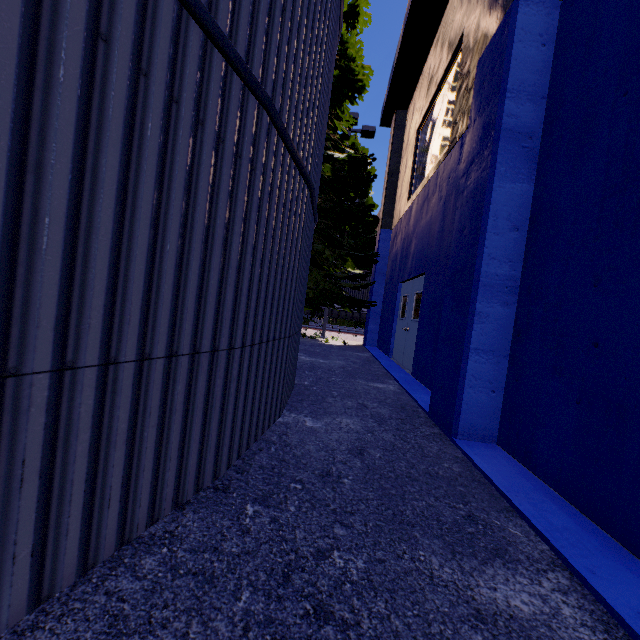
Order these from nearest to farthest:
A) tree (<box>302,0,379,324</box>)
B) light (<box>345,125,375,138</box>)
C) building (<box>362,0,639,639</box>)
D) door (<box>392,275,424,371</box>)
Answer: building (<box>362,0,639,639</box>), door (<box>392,275,424,371</box>), tree (<box>302,0,379,324</box>), light (<box>345,125,375,138</box>)

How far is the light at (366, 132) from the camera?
14.73m

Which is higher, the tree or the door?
the tree

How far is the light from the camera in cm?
1473

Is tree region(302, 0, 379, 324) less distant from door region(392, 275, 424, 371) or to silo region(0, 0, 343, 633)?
silo region(0, 0, 343, 633)

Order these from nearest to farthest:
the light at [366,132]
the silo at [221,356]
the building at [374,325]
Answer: the silo at [221,356] → the building at [374,325] → the light at [366,132]

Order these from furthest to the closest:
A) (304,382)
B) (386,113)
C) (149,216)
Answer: (386,113) → (304,382) → (149,216)
